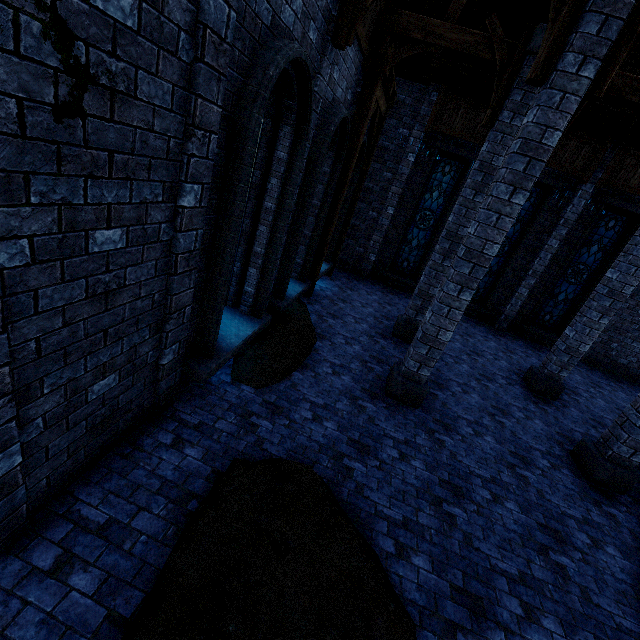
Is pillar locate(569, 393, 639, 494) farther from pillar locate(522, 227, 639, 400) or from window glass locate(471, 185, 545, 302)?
window glass locate(471, 185, 545, 302)

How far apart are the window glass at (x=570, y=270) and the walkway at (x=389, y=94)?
8.20m

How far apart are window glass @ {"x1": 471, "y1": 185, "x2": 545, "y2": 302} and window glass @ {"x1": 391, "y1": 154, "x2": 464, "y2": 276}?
1.8m

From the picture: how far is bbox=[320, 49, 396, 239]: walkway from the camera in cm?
755

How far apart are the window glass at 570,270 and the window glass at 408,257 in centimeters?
487cm

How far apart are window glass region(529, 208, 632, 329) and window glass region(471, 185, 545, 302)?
1.84m

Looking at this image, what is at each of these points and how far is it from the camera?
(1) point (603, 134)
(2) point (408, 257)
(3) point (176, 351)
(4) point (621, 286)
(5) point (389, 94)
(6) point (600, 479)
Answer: (1) building, 10.2m
(2) window glass, 13.5m
(3) building, 4.1m
(4) pillar, 7.5m
(5) walkway, 8.8m
(6) pillar, 5.9m

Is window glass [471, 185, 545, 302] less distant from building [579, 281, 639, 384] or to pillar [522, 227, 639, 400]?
building [579, 281, 639, 384]
